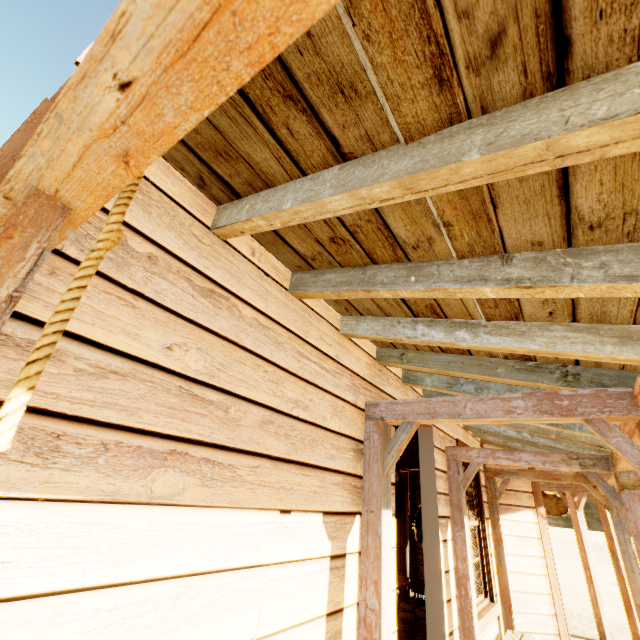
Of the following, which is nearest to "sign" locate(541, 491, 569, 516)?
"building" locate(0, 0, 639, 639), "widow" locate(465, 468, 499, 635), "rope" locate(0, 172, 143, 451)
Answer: "building" locate(0, 0, 639, 639)

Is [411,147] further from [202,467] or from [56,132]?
[202,467]

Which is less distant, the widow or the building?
the building

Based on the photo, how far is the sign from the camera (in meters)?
7.83

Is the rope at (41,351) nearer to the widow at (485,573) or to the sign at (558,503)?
the widow at (485,573)

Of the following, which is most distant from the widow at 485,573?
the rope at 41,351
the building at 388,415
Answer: the rope at 41,351

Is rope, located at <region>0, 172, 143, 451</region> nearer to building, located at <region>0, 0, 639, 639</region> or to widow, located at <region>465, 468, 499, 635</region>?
building, located at <region>0, 0, 639, 639</region>

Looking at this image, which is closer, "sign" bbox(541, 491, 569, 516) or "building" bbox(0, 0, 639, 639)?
"building" bbox(0, 0, 639, 639)
